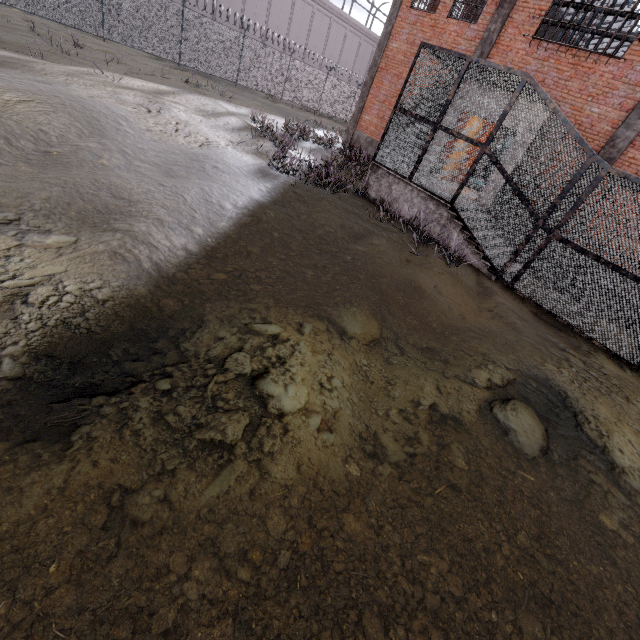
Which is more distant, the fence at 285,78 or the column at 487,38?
the fence at 285,78

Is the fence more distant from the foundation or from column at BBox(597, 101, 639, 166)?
column at BBox(597, 101, 639, 166)

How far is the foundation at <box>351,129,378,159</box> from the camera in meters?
16.5

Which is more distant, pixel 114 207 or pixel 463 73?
pixel 463 73

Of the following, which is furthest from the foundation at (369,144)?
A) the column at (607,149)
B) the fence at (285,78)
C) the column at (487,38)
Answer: the fence at (285,78)

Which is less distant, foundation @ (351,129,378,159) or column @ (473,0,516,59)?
column @ (473,0,516,59)

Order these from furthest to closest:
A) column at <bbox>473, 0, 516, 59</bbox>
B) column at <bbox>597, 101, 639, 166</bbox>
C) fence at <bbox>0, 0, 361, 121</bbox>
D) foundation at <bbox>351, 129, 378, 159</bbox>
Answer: foundation at <bbox>351, 129, 378, 159</bbox>
fence at <bbox>0, 0, 361, 121</bbox>
column at <bbox>473, 0, 516, 59</bbox>
column at <bbox>597, 101, 639, 166</bbox>

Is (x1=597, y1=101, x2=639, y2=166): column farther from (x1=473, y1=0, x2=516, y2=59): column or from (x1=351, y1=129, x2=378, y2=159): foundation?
(x1=351, y1=129, x2=378, y2=159): foundation
